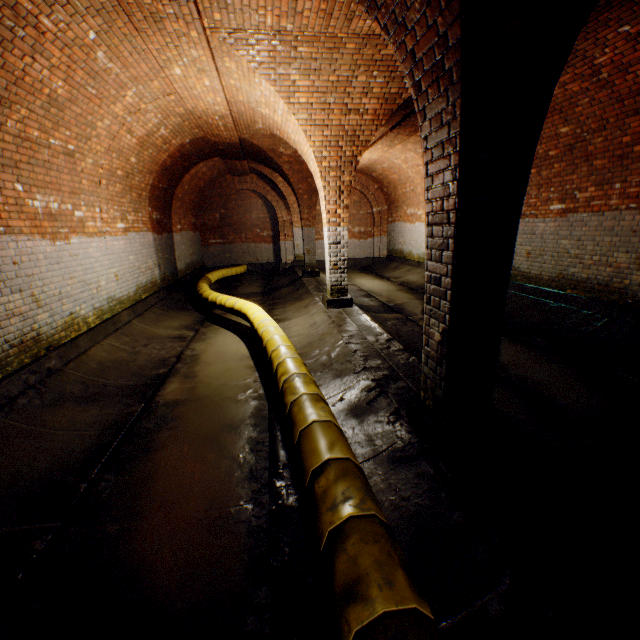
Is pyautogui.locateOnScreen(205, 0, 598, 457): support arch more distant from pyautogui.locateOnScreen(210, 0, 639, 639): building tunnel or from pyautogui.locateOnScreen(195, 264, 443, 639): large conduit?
pyautogui.locateOnScreen(195, 264, 443, 639): large conduit

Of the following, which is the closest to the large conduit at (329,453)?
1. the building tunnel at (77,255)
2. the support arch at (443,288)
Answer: the building tunnel at (77,255)

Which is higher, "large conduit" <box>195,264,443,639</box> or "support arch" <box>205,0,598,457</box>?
"support arch" <box>205,0,598,457</box>

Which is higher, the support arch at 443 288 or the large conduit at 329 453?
the support arch at 443 288

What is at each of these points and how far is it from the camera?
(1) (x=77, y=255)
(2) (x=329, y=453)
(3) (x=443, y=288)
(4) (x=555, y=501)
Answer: (1) building tunnel, 5.53m
(2) large conduit, 2.30m
(3) support arch, 2.44m
(4) building tunnel, 2.14m

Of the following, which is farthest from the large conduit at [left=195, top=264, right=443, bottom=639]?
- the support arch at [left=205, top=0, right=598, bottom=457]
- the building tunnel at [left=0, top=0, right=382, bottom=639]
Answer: the support arch at [left=205, top=0, right=598, bottom=457]

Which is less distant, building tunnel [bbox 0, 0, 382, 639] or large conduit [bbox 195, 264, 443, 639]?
large conduit [bbox 195, 264, 443, 639]
